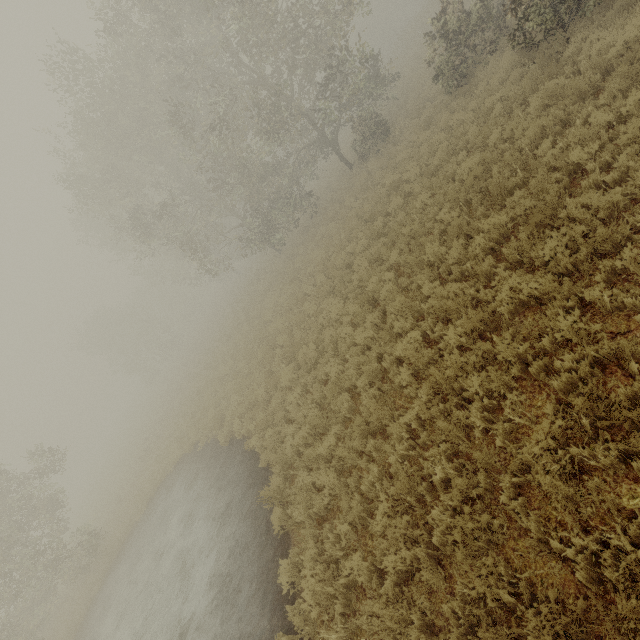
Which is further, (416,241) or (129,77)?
(129,77)
